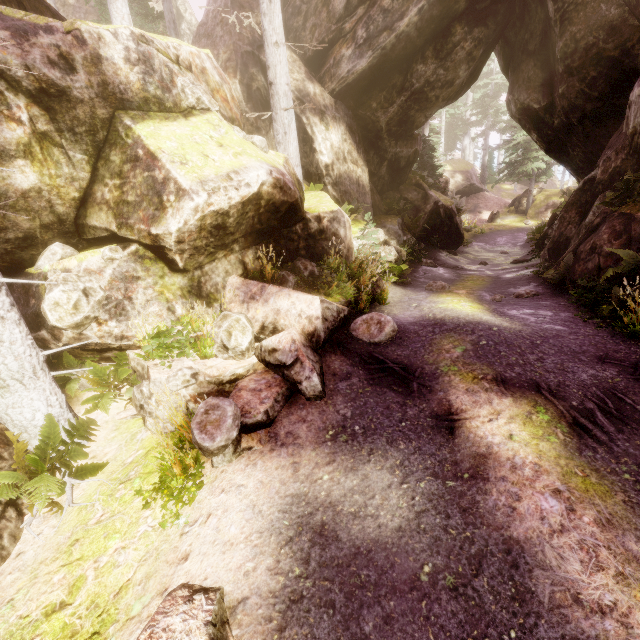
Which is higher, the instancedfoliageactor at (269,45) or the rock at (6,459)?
the instancedfoliageactor at (269,45)

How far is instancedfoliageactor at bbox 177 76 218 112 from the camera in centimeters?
725cm

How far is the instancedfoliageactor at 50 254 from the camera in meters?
6.0 m

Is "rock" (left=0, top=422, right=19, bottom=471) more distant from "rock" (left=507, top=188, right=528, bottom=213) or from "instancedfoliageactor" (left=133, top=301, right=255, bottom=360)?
"rock" (left=507, top=188, right=528, bottom=213)

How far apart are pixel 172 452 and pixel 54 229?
5.2m
